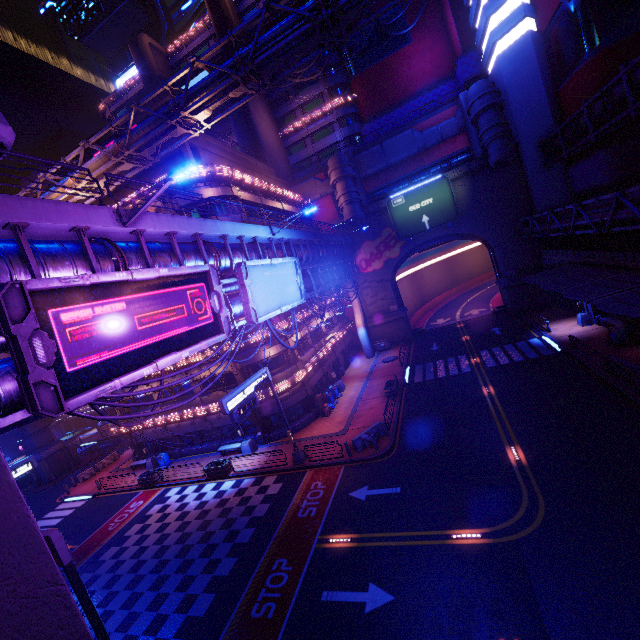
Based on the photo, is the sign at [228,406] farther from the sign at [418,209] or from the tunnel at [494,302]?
the tunnel at [494,302]

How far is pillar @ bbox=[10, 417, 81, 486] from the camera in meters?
38.1

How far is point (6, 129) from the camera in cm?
765

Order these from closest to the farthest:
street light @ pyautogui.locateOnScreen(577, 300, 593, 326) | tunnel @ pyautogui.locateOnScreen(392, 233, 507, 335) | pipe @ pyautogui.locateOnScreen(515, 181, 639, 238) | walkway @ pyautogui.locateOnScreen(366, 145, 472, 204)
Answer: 1. pipe @ pyautogui.locateOnScreen(515, 181, 639, 238)
2. street light @ pyautogui.locateOnScreen(577, 300, 593, 326)
3. walkway @ pyautogui.locateOnScreen(366, 145, 472, 204)
4. tunnel @ pyautogui.locateOnScreen(392, 233, 507, 335)

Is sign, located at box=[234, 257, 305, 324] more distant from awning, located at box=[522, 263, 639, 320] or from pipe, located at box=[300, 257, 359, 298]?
awning, located at box=[522, 263, 639, 320]

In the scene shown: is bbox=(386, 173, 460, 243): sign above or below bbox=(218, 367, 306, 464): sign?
above

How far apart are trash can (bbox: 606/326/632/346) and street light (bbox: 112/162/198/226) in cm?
2860

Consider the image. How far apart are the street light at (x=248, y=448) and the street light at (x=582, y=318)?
30.2 meters
